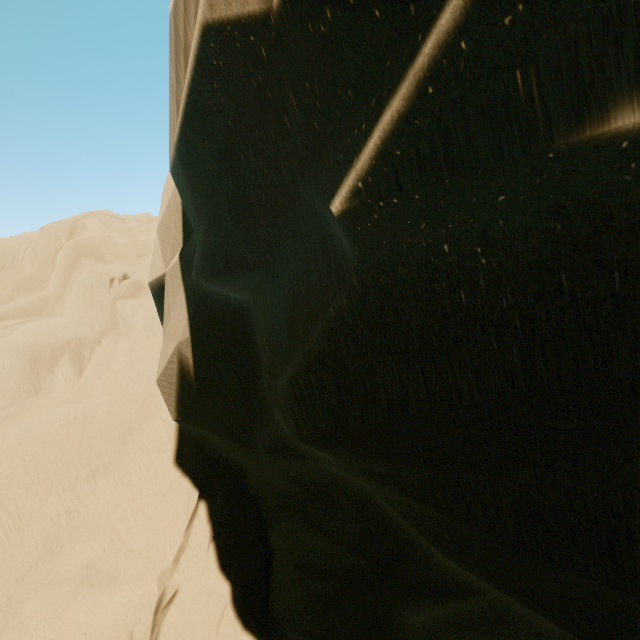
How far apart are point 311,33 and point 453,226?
0.7m
